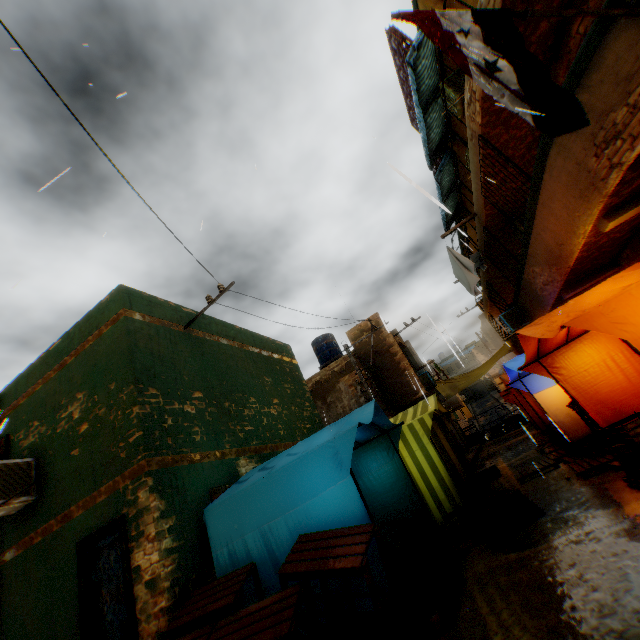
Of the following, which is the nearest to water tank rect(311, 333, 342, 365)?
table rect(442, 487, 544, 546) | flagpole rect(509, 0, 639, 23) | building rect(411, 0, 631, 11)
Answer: building rect(411, 0, 631, 11)

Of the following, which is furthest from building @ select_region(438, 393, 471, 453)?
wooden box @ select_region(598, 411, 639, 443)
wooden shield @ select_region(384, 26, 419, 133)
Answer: wooden box @ select_region(598, 411, 639, 443)

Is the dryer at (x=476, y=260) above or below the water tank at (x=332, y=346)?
below

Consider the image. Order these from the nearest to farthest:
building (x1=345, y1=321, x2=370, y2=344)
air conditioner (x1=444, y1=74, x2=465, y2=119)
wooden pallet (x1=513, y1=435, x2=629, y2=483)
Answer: wooden pallet (x1=513, y1=435, x2=629, y2=483) < air conditioner (x1=444, y1=74, x2=465, y2=119) < building (x1=345, y1=321, x2=370, y2=344)

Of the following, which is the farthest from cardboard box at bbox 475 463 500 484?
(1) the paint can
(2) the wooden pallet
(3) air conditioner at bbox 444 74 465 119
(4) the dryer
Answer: (3) air conditioner at bbox 444 74 465 119

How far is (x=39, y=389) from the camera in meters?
7.5 m

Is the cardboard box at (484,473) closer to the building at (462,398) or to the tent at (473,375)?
the tent at (473,375)

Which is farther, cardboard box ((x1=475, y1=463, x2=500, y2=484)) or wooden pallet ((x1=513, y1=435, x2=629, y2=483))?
cardboard box ((x1=475, y1=463, x2=500, y2=484))
